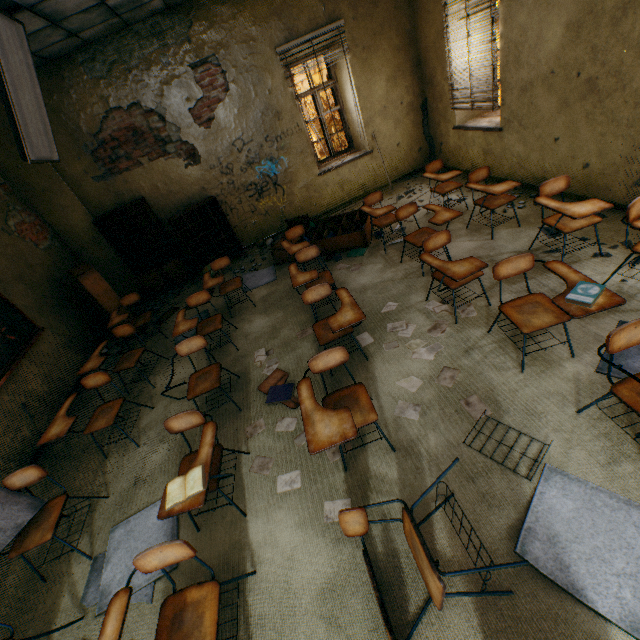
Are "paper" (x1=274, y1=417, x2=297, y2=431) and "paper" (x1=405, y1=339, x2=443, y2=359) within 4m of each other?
yes

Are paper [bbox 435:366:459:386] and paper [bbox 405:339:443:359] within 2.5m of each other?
yes

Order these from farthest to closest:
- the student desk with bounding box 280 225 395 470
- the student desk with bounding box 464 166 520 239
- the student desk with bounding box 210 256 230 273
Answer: the student desk with bounding box 210 256 230 273 < the student desk with bounding box 464 166 520 239 < the student desk with bounding box 280 225 395 470

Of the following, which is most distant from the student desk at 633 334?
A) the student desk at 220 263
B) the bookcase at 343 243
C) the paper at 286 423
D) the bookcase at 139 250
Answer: the bookcase at 139 250

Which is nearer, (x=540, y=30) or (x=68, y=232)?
(x=540, y=30)

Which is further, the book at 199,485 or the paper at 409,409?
the paper at 409,409

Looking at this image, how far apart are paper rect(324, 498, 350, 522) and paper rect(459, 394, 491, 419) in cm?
114

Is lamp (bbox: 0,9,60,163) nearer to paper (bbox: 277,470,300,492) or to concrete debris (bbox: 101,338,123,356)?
concrete debris (bbox: 101,338,123,356)
